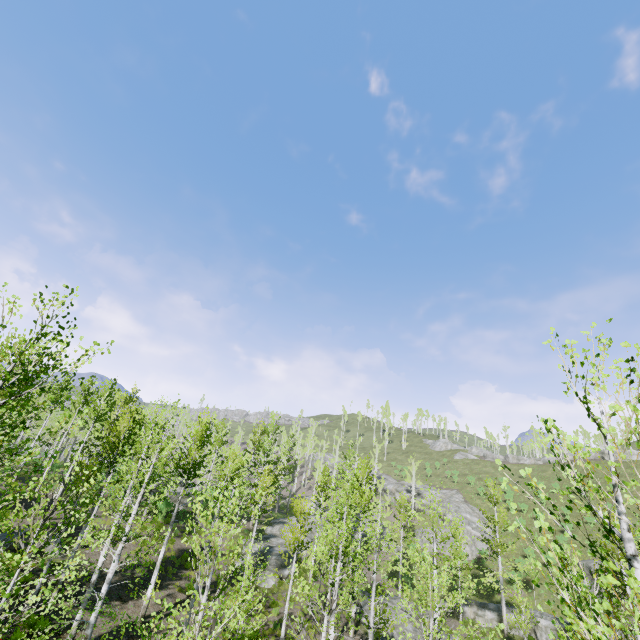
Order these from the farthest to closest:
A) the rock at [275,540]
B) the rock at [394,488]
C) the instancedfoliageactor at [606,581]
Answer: the rock at [394,488], the rock at [275,540], the instancedfoliageactor at [606,581]

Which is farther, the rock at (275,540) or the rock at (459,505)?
the rock at (459,505)

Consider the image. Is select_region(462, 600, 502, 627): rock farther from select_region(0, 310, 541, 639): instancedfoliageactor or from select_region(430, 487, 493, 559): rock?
select_region(430, 487, 493, 559): rock

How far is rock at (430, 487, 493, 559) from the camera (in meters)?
40.56

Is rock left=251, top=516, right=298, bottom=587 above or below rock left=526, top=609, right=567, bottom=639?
above

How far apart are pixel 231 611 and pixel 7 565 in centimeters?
375cm

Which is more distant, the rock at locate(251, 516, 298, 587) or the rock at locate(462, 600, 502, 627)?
the rock at locate(462, 600, 502, 627)

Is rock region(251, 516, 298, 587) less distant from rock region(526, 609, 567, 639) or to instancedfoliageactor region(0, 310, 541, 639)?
instancedfoliageactor region(0, 310, 541, 639)
